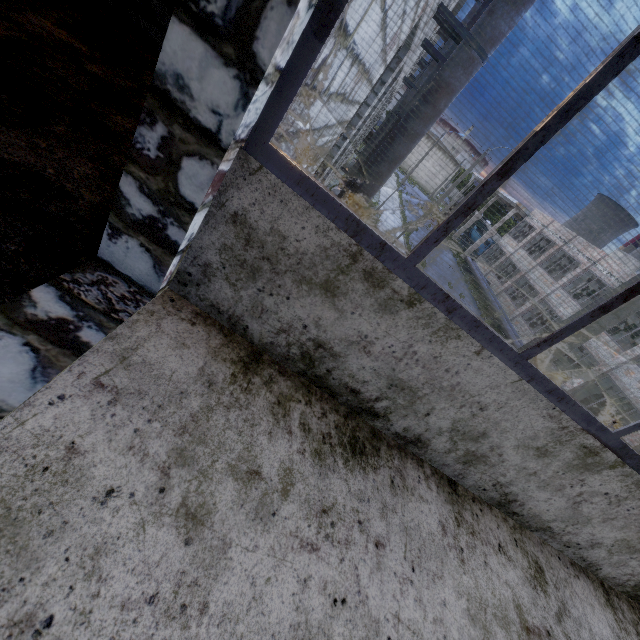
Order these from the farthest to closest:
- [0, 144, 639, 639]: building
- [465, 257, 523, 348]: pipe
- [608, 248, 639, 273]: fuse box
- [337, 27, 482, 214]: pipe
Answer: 1. [608, 248, 639, 273]: fuse box
2. [465, 257, 523, 348]: pipe
3. [337, 27, 482, 214]: pipe
4. [0, 144, 639, 639]: building

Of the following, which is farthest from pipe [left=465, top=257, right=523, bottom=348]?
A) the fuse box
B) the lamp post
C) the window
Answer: the window

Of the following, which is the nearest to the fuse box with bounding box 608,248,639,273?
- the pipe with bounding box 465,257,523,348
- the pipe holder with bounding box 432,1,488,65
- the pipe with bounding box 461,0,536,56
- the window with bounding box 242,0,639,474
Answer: Result: the pipe with bounding box 465,257,523,348

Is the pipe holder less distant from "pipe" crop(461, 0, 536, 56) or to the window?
"pipe" crop(461, 0, 536, 56)

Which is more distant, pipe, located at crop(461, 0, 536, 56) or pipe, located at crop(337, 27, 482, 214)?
pipe, located at crop(337, 27, 482, 214)

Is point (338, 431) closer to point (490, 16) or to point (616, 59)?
point (616, 59)

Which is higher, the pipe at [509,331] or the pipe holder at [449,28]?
the pipe holder at [449,28]

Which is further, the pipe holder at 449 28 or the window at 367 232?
the pipe holder at 449 28
